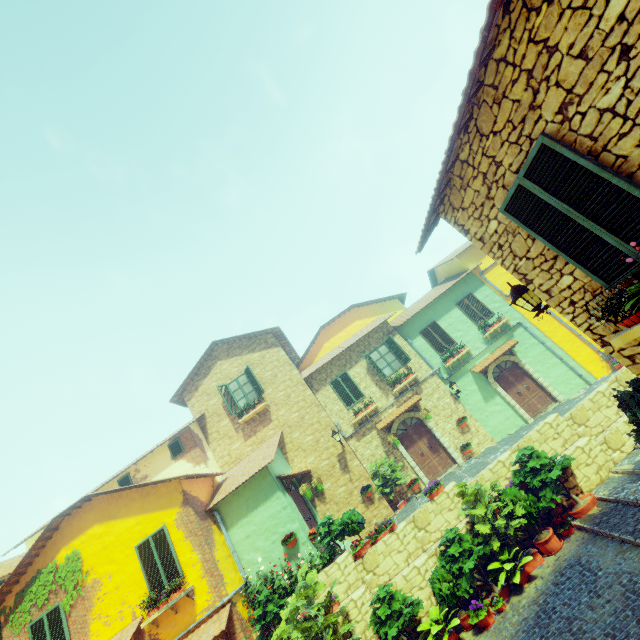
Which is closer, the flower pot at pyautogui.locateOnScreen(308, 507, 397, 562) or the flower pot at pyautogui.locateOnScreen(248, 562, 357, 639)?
the flower pot at pyautogui.locateOnScreen(248, 562, 357, 639)

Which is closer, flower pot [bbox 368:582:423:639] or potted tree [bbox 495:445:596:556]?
flower pot [bbox 368:582:423:639]

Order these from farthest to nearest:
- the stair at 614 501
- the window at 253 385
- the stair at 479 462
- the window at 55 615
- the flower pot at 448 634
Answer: the window at 253 385 → the stair at 479 462 → the window at 55 615 → the flower pot at 448 634 → the stair at 614 501

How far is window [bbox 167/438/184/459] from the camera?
14.0 meters

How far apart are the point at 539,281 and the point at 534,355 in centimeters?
1327cm

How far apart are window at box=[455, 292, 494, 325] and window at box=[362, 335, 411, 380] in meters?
3.9 m

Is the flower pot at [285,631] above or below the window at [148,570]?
below

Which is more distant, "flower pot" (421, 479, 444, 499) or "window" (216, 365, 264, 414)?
"window" (216, 365, 264, 414)
